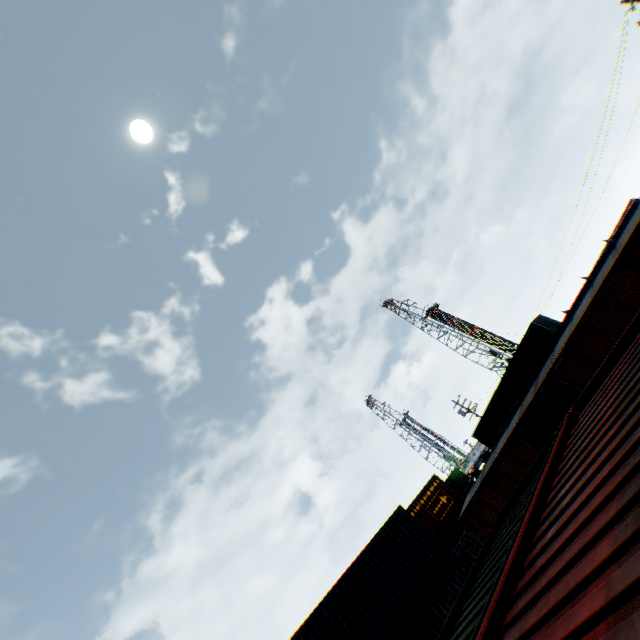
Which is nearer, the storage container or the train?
the train

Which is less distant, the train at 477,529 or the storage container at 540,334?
the train at 477,529

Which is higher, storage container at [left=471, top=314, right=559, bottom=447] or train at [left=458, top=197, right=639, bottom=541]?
storage container at [left=471, top=314, right=559, bottom=447]

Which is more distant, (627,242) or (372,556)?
(372,556)

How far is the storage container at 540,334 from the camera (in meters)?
23.72

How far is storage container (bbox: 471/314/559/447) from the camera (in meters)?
23.72
